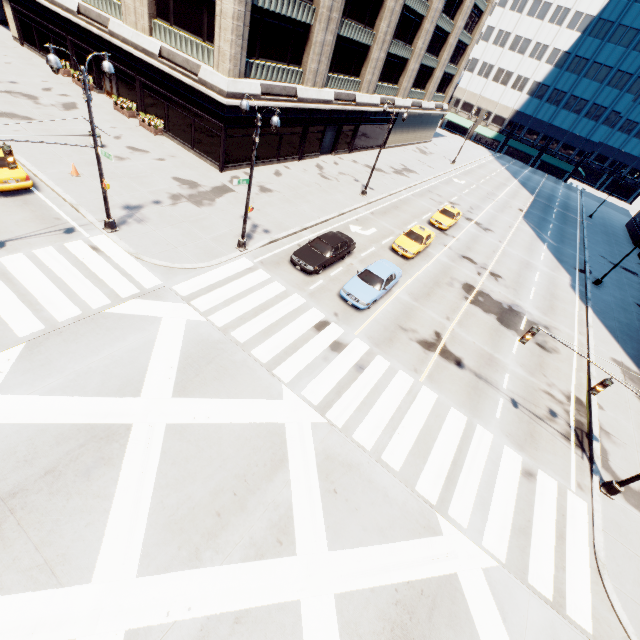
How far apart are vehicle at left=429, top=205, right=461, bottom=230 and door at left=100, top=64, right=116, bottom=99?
30.1m

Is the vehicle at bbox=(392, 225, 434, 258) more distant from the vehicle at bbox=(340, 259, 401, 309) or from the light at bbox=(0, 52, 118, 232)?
the light at bbox=(0, 52, 118, 232)

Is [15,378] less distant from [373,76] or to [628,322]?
[628,322]

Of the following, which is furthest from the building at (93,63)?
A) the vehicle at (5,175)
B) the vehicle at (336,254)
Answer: the vehicle at (5,175)

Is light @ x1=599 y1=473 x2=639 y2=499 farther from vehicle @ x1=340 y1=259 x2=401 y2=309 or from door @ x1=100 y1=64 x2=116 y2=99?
door @ x1=100 y1=64 x2=116 y2=99

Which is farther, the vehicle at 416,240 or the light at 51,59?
the vehicle at 416,240

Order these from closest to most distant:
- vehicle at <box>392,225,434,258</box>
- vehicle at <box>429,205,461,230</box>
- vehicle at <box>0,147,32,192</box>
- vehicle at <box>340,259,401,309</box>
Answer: vehicle at <box>0,147,32,192</box> → vehicle at <box>340,259,401,309</box> → vehicle at <box>392,225,434,258</box> → vehicle at <box>429,205,461,230</box>

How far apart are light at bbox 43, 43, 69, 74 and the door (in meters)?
20.03
